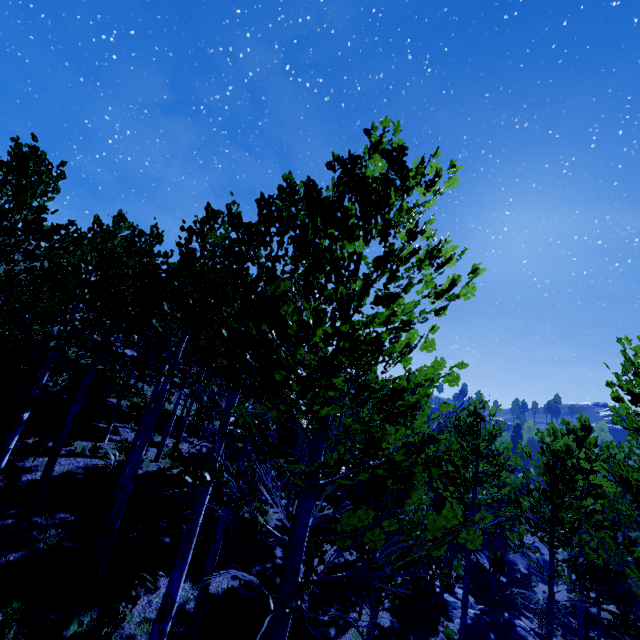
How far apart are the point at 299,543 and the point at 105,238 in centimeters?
984cm

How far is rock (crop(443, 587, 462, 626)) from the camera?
14.5 meters

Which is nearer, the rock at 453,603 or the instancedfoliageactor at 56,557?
the instancedfoliageactor at 56,557

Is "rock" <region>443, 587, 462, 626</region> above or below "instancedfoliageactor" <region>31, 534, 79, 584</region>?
below

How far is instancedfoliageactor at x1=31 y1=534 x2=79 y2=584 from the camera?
7.6m

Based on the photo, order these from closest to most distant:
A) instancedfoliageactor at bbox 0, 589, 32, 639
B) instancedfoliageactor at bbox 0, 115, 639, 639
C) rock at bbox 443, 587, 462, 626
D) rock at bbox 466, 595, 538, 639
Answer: instancedfoliageactor at bbox 0, 115, 639, 639 < instancedfoliageactor at bbox 0, 589, 32, 639 < rock at bbox 466, 595, 538, 639 < rock at bbox 443, 587, 462, 626
